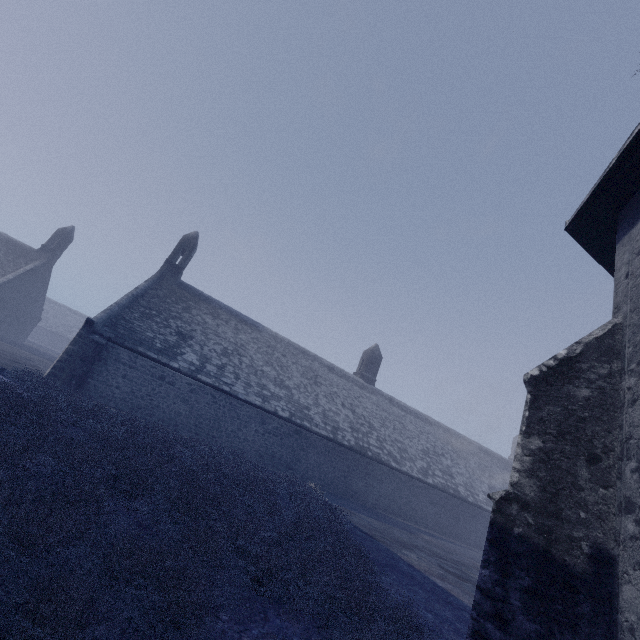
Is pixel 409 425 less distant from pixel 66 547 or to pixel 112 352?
pixel 112 352

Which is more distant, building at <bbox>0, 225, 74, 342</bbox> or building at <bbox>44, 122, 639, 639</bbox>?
building at <bbox>0, 225, 74, 342</bbox>

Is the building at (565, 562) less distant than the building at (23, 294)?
Yes
